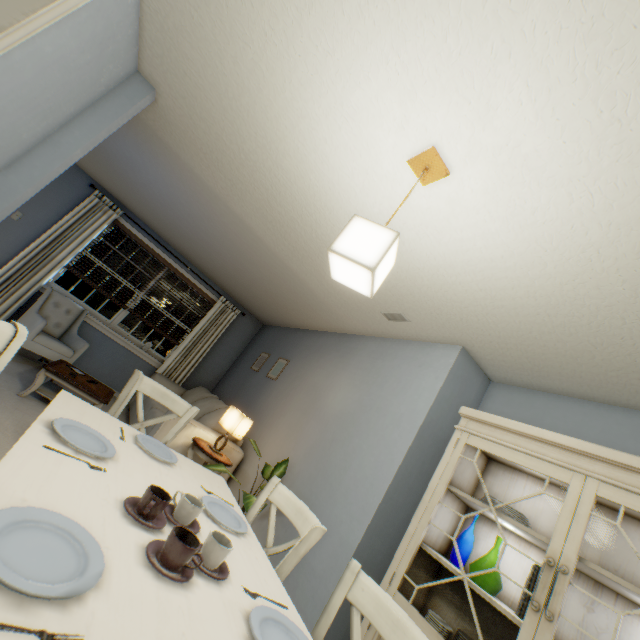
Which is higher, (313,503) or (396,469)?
(396,469)

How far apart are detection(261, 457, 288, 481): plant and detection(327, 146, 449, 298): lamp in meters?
2.0

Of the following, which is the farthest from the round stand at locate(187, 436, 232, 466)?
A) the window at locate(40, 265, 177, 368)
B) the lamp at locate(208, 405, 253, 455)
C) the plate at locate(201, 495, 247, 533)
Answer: the window at locate(40, 265, 177, 368)

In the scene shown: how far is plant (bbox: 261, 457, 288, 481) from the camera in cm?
272

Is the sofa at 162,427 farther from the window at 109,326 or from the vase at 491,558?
the vase at 491,558

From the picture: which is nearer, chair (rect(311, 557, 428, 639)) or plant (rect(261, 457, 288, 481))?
chair (rect(311, 557, 428, 639))

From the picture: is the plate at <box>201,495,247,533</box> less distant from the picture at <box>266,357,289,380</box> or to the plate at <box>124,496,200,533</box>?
the plate at <box>124,496,200,533</box>

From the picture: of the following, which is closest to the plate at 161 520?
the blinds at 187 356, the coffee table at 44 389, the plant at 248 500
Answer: the plant at 248 500
